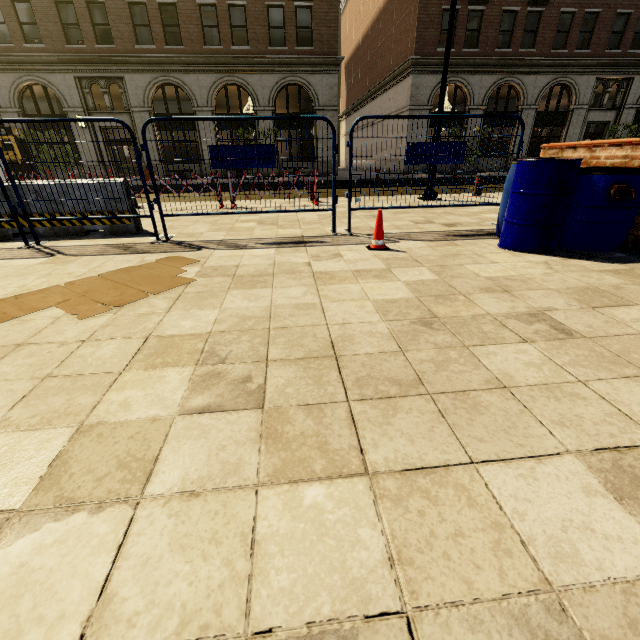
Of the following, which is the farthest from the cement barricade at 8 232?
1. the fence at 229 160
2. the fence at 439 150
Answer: the fence at 439 150

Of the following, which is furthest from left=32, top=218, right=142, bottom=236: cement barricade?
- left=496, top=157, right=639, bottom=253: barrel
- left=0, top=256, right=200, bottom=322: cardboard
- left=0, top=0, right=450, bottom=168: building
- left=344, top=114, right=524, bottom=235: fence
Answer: left=0, top=0, right=450, bottom=168: building

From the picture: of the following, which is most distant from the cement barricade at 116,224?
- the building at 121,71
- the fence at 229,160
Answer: the building at 121,71

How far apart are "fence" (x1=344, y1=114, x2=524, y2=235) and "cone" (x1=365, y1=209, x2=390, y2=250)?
0.7m

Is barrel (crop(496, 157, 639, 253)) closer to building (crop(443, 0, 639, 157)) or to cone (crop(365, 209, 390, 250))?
cone (crop(365, 209, 390, 250))

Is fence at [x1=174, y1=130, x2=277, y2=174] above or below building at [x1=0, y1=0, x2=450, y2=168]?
below

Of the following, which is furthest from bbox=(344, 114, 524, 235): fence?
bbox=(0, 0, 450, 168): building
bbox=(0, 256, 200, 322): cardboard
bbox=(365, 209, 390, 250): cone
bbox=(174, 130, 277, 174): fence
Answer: bbox=(0, 0, 450, 168): building

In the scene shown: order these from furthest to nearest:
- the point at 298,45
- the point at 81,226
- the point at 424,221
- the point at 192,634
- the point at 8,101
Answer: the point at 298,45
the point at 8,101
the point at 424,221
the point at 81,226
the point at 192,634
